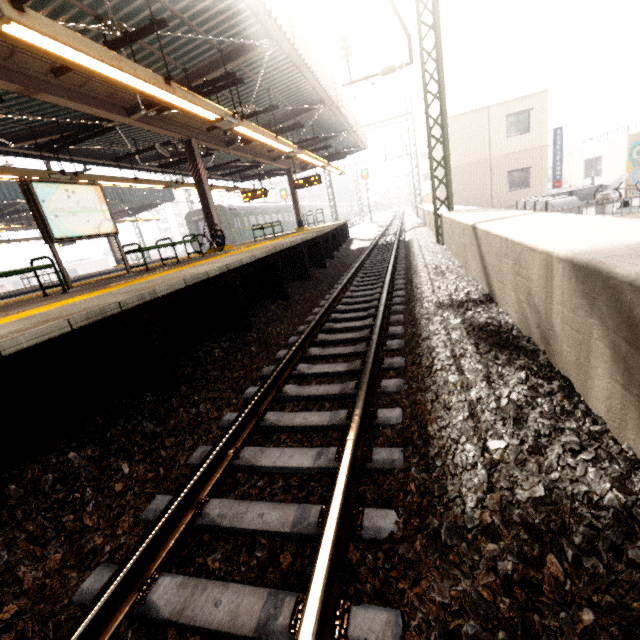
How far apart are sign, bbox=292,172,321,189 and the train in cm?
1068

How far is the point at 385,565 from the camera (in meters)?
1.59

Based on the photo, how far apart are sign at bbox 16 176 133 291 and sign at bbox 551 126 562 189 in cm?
2248

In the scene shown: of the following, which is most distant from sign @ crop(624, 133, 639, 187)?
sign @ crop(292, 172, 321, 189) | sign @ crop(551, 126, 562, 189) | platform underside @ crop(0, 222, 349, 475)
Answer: platform underside @ crop(0, 222, 349, 475)

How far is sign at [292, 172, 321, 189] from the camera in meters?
17.0 m

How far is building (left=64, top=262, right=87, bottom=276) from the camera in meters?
58.7

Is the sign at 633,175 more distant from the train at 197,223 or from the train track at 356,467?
the train at 197,223

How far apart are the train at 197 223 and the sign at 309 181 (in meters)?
10.68
